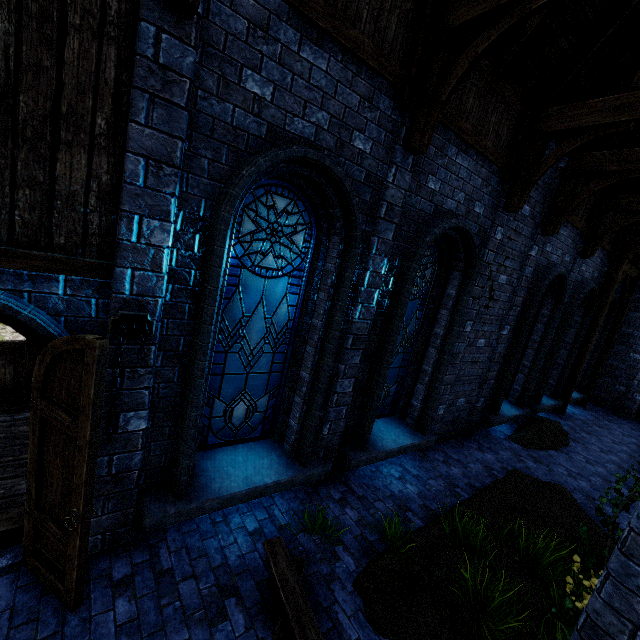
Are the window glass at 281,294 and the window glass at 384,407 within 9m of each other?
yes

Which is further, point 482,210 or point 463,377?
point 463,377

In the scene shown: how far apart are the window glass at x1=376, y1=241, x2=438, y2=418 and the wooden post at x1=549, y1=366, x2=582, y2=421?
8.7 meters

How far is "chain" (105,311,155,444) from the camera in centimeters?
295cm

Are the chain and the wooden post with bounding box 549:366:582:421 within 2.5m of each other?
no

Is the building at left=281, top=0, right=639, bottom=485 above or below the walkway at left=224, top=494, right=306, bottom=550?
above

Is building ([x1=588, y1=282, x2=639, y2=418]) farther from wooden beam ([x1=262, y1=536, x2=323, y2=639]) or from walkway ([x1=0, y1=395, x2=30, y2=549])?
wooden beam ([x1=262, y1=536, x2=323, y2=639])

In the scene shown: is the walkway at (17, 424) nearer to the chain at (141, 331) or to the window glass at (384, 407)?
the chain at (141, 331)
